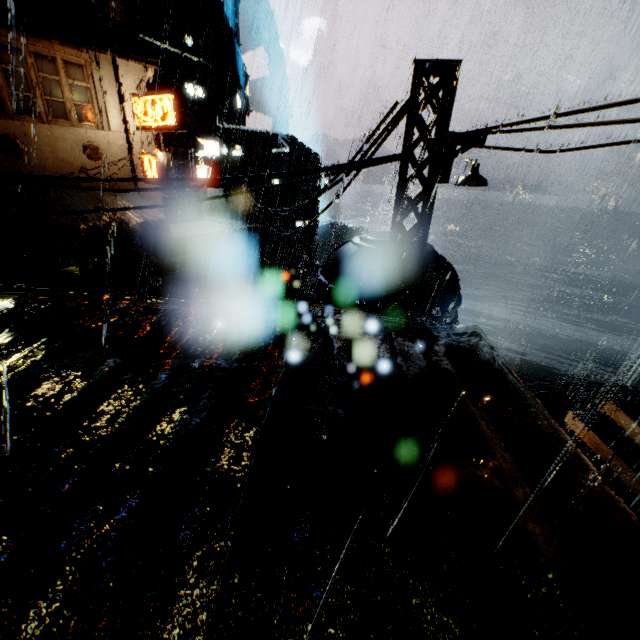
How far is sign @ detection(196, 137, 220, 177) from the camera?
27.8m

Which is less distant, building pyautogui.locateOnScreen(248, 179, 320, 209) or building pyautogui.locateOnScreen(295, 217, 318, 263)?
building pyautogui.locateOnScreen(248, 179, 320, 209)

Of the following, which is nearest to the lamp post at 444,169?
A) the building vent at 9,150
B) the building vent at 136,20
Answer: the building vent at 9,150

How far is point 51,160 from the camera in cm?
1565

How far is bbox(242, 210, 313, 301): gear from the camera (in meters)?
38.16

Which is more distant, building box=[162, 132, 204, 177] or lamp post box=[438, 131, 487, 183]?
building box=[162, 132, 204, 177]

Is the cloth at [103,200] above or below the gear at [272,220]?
above

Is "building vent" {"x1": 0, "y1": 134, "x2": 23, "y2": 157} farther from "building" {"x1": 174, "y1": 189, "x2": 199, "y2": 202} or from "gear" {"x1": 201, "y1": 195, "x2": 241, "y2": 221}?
"gear" {"x1": 201, "y1": 195, "x2": 241, "y2": 221}
